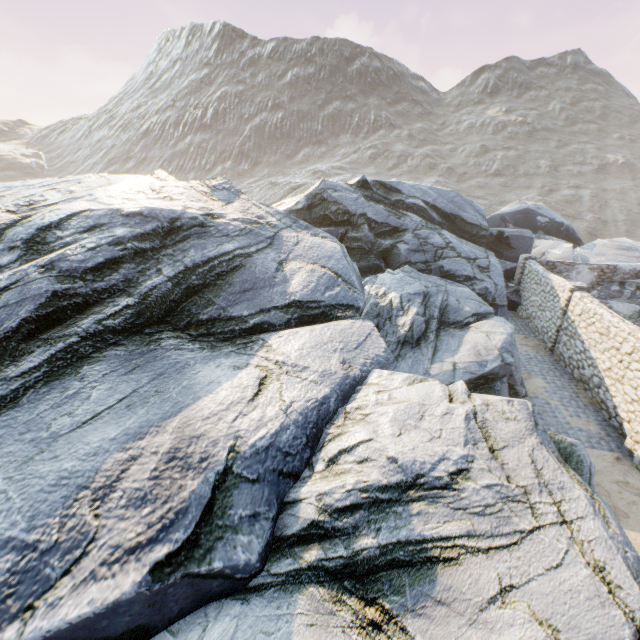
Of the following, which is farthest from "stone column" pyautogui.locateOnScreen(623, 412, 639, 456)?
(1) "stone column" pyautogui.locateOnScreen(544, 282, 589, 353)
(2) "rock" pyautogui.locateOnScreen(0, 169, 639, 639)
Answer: (1) "stone column" pyautogui.locateOnScreen(544, 282, 589, 353)

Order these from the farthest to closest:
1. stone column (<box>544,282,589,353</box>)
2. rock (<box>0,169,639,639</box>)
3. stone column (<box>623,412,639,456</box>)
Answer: stone column (<box>544,282,589,353</box>), stone column (<box>623,412,639,456</box>), rock (<box>0,169,639,639</box>)

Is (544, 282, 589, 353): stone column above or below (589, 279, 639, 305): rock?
above

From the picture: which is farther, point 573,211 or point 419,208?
point 573,211

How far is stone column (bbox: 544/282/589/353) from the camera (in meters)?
13.30

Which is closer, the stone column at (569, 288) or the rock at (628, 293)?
the stone column at (569, 288)

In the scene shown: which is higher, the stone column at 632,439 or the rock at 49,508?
the rock at 49,508
